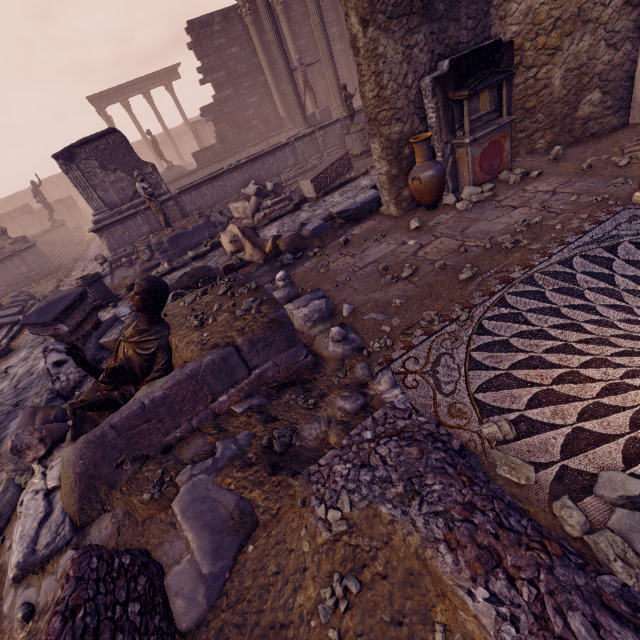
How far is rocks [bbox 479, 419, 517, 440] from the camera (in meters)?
2.41

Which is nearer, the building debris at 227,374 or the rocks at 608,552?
the rocks at 608,552

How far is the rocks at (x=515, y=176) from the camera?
6.00m

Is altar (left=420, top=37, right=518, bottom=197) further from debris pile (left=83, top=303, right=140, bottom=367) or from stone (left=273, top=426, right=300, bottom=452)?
stone (left=273, top=426, right=300, bottom=452)

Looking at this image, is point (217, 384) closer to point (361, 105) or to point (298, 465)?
point (298, 465)

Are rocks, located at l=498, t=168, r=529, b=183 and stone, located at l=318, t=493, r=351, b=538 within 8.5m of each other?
yes

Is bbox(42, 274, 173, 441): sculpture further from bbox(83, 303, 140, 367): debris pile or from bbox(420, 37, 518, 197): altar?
bbox(420, 37, 518, 197): altar

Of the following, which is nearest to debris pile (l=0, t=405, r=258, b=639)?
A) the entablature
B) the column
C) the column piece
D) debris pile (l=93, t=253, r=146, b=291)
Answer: the column piece
